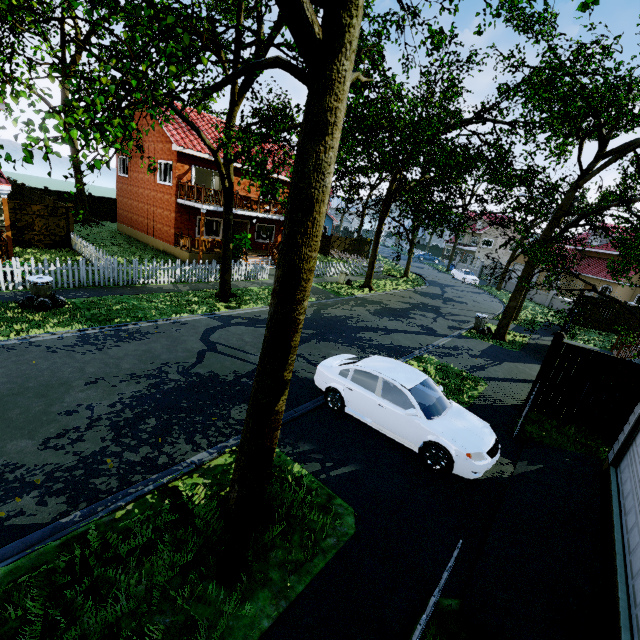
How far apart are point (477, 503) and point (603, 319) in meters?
25.1 m

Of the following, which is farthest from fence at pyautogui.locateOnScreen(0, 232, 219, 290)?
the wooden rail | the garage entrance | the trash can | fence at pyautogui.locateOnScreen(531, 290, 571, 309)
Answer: fence at pyautogui.locateOnScreen(531, 290, 571, 309)

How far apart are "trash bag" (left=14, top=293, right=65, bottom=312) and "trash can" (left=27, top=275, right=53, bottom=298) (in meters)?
0.01

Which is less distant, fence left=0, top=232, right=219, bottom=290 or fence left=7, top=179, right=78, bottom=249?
fence left=0, top=232, right=219, bottom=290

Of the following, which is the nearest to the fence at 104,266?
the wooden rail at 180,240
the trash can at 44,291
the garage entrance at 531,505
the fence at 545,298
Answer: the garage entrance at 531,505

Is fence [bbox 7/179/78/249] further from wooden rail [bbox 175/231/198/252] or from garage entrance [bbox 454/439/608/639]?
wooden rail [bbox 175/231/198/252]

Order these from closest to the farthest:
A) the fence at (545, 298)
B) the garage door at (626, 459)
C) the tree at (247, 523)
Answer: the tree at (247, 523) < the garage door at (626, 459) < the fence at (545, 298)

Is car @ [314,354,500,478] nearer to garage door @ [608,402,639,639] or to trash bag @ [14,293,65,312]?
garage door @ [608,402,639,639]
